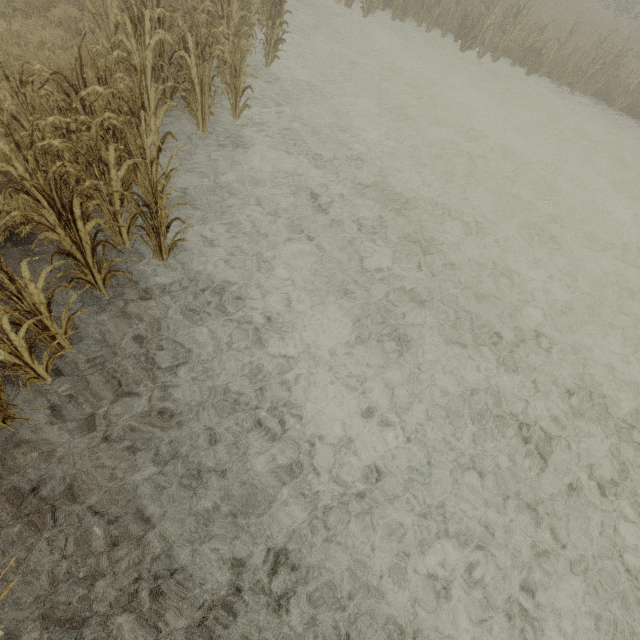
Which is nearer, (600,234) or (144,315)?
(144,315)

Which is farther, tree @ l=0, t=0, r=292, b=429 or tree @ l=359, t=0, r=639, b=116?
tree @ l=359, t=0, r=639, b=116

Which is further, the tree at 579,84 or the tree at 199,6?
the tree at 579,84
